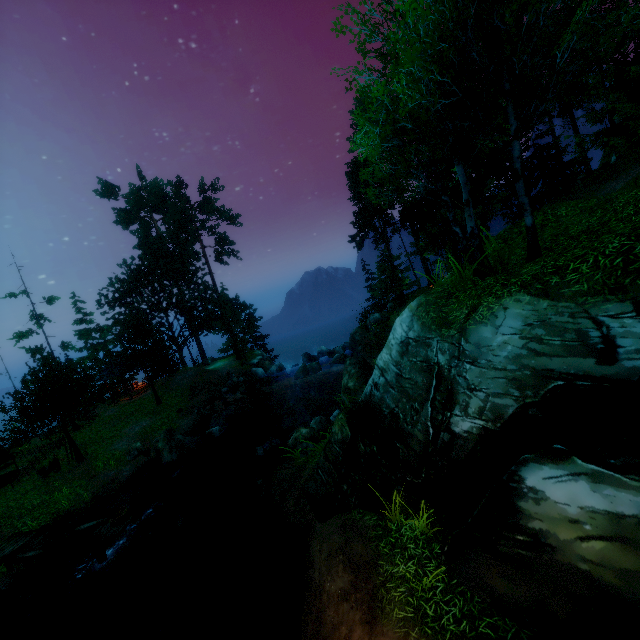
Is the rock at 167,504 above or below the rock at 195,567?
above

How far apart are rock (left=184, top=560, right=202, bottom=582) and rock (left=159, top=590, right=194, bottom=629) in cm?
41

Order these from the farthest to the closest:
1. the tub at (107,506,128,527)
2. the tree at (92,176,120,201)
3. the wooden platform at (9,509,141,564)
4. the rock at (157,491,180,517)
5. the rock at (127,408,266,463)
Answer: the tree at (92,176,120,201) < the rock at (127,408,266,463) < the rock at (157,491,180,517) < the tub at (107,506,128,527) < the wooden platform at (9,509,141,564)

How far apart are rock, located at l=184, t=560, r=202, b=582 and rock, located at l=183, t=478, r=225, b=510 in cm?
286

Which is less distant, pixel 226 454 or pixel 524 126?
pixel 524 126

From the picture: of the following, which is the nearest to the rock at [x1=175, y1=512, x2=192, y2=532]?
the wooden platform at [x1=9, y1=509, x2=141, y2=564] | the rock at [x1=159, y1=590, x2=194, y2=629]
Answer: the wooden platform at [x1=9, y1=509, x2=141, y2=564]

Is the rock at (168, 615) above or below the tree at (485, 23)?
below

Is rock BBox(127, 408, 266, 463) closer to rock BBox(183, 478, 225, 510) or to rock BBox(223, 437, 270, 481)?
rock BBox(183, 478, 225, 510)
